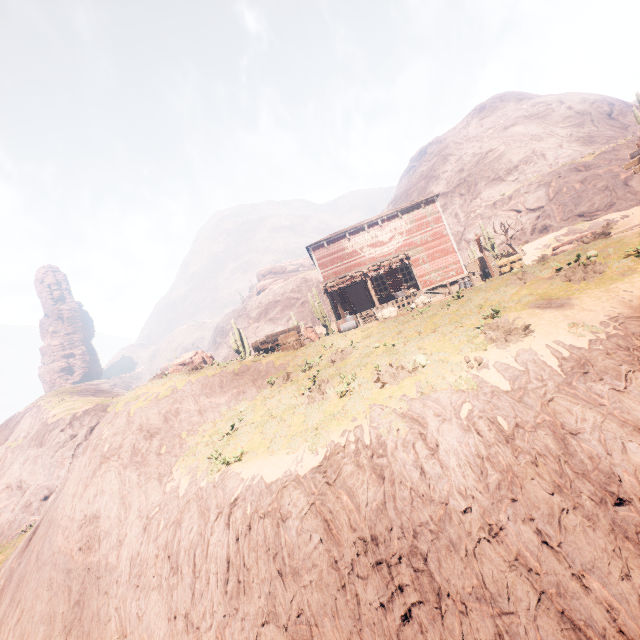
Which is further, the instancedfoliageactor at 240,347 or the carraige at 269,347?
the instancedfoliageactor at 240,347

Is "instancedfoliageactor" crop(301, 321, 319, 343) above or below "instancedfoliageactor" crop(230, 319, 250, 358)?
below

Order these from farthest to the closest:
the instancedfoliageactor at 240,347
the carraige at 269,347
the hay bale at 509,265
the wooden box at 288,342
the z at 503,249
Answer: the instancedfoliageactor at 240,347
the z at 503,249
the hay bale at 509,265
the carraige at 269,347
the wooden box at 288,342

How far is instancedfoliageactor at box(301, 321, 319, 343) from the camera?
26.4 meters

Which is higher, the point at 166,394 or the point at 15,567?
the point at 166,394

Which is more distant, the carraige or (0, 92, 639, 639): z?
the carraige

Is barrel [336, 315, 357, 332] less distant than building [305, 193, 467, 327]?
Yes

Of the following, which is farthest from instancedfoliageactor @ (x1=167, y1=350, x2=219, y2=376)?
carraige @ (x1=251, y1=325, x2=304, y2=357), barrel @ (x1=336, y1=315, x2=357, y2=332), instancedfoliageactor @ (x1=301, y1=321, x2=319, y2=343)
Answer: barrel @ (x1=336, y1=315, x2=357, y2=332)
